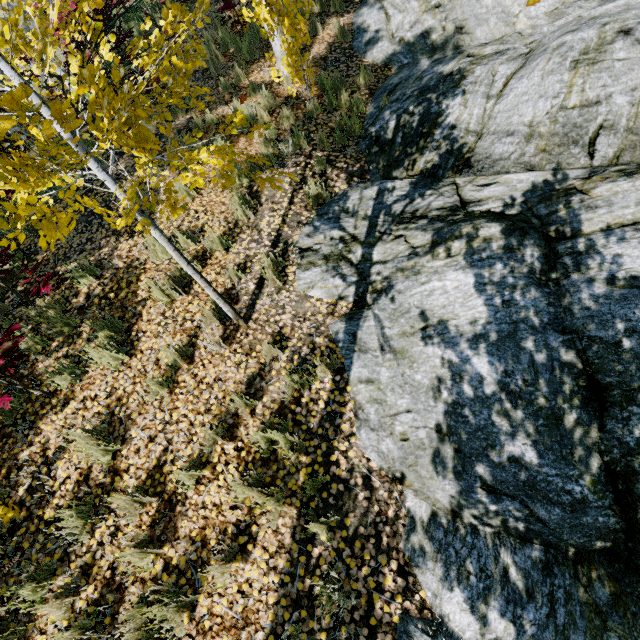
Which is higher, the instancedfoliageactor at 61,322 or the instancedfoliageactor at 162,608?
the instancedfoliageactor at 61,322

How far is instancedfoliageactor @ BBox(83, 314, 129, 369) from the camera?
3.9 meters

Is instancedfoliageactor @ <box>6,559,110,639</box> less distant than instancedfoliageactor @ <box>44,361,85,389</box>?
Yes

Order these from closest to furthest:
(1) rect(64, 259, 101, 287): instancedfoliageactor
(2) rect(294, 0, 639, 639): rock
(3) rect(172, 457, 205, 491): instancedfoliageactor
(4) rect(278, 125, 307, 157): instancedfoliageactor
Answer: (2) rect(294, 0, 639, 639): rock < (3) rect(172, 457, 205, 491): instancedfoliageactor < (1) rect(64, 259, 101, 287): instancedfoliageactor < (4) rect(278, 125, 307, 157): instancedfoliageactor

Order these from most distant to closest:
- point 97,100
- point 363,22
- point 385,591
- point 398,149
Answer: point 363,22, point 398,149, point 385,591, point 97,100

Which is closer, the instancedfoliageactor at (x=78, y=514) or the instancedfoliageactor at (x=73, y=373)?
the instancedfoliageactor at (x=78, y=514)
